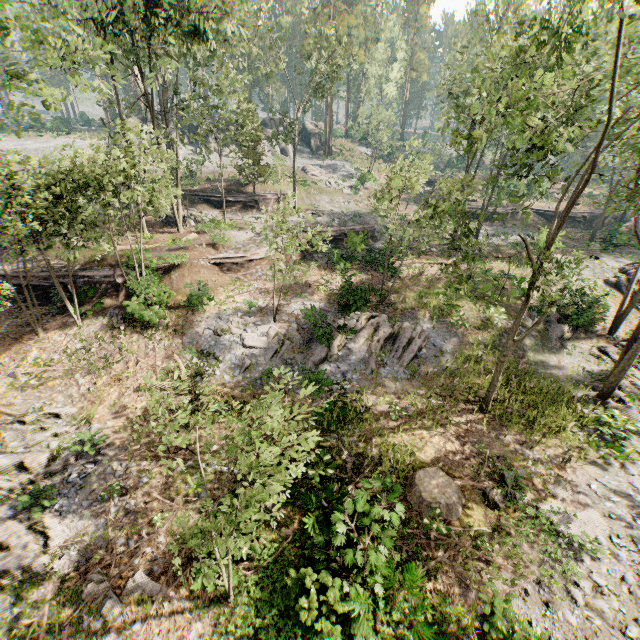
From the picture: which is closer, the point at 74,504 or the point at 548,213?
the point at 74,504

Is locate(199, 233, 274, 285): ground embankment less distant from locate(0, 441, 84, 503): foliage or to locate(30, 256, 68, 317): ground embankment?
locate(0, 441, 84, 503): foliage

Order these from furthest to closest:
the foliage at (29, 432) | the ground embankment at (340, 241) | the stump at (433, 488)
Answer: the ground embankment at (340, 241), the foliage at (29, 432), the stump at (433, 488)

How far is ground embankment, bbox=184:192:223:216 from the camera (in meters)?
33.54

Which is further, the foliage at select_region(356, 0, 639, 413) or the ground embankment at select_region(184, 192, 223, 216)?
the ground embankment at select_region(184, 192, 223, 216)

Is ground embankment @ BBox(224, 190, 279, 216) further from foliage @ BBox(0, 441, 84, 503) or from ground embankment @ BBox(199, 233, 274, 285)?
ground embankment @ BBox(199, 233, 274, 285)

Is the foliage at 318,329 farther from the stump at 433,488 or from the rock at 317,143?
the stump at 433,488

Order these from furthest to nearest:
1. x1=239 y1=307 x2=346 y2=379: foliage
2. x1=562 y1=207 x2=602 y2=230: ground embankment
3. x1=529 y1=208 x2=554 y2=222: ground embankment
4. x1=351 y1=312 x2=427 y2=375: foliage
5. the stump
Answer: x1=529 y1=208 x2=554 y2=222: ground embankment < x1=562 y1=207 x2=602 y2=230: ground embankment < x1=351 y1=312 x2=427 y2=375: foliage < x1=239 y1=307 x2=346 y2=379: foliage < the stump
